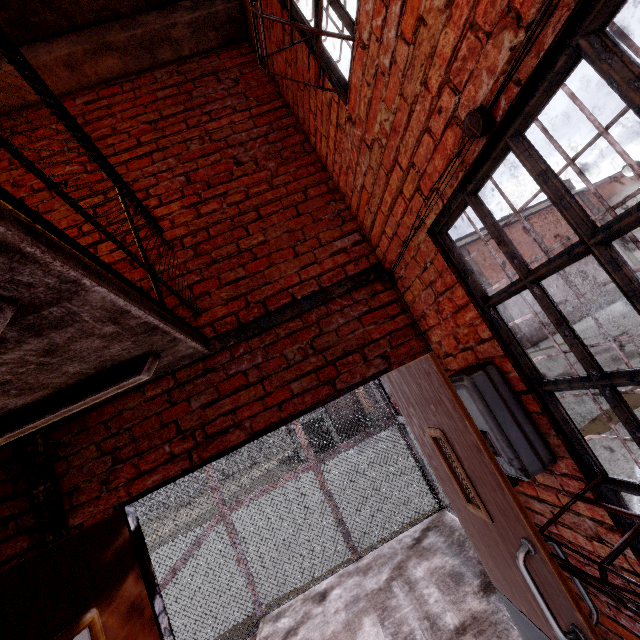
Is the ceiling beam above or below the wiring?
above

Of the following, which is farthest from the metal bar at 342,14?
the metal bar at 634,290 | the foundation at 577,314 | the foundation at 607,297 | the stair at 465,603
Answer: the foundation at 607,297

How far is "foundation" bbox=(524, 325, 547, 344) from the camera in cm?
2336

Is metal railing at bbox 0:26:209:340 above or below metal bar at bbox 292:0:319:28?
below

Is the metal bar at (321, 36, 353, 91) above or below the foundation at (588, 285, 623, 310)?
above

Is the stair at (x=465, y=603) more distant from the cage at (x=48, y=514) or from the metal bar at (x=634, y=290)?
the metal bar at (x=634, y=290)

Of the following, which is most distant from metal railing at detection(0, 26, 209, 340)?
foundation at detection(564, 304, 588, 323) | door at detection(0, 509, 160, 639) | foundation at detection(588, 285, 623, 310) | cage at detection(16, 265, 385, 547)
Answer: foundation at detection(588, 285, 623, 310)

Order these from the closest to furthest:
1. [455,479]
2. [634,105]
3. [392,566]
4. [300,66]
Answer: [634,105] < [455,479] < [300,66] < [392,566]
